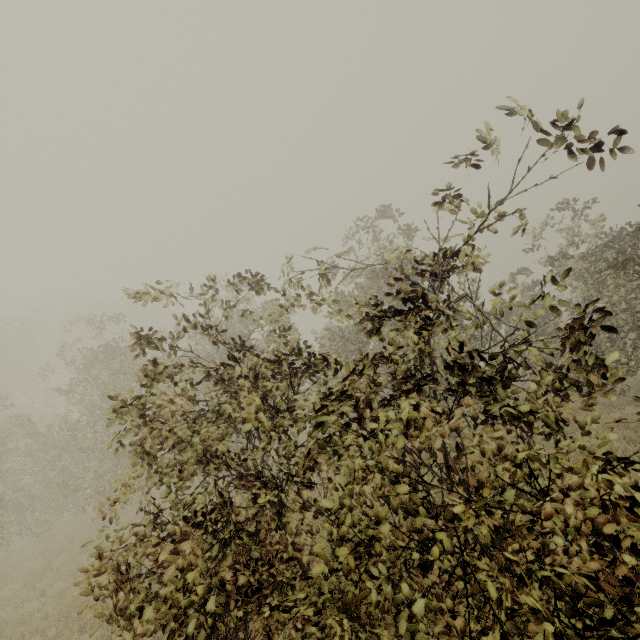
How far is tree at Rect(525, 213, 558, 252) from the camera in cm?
782

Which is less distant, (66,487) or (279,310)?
(279,310)

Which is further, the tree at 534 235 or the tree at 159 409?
the tree at 534 235

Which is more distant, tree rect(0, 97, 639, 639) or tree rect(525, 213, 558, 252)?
tree rect(525, 213, 558, 252)

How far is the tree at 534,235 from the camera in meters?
7.8 m
